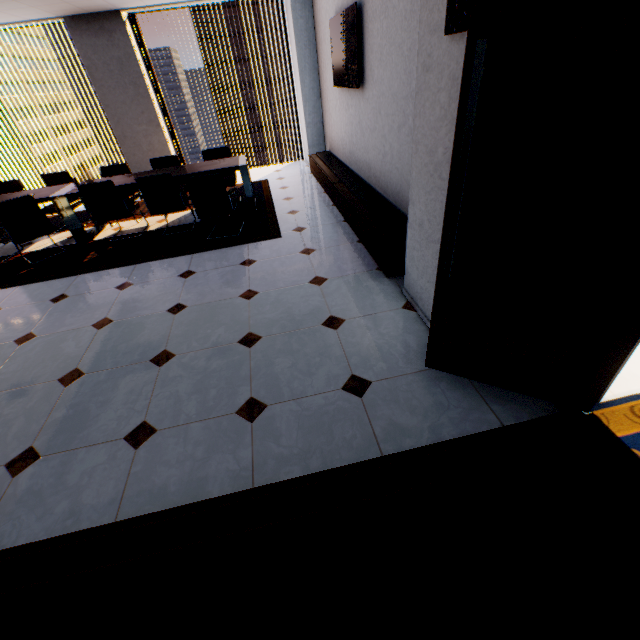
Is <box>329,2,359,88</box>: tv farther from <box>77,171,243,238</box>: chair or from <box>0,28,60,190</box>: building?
<box>0,28,60,190</box>: building

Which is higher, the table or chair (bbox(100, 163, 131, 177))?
chair (bbox(100, 163, 131, 177))

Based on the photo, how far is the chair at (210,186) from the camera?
4.22m

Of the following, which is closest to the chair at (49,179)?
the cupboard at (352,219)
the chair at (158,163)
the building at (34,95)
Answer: the chair at (158,163)

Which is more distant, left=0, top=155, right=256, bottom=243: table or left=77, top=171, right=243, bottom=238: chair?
left=0, top=155, right=256, bottom=243: table

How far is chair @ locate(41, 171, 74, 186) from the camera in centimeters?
560cm

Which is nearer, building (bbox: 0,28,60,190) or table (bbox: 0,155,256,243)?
table (bbox: 0,155,256,243)

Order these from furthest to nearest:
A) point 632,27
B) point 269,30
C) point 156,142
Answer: point 269,30, point 156,142, point 632,27
